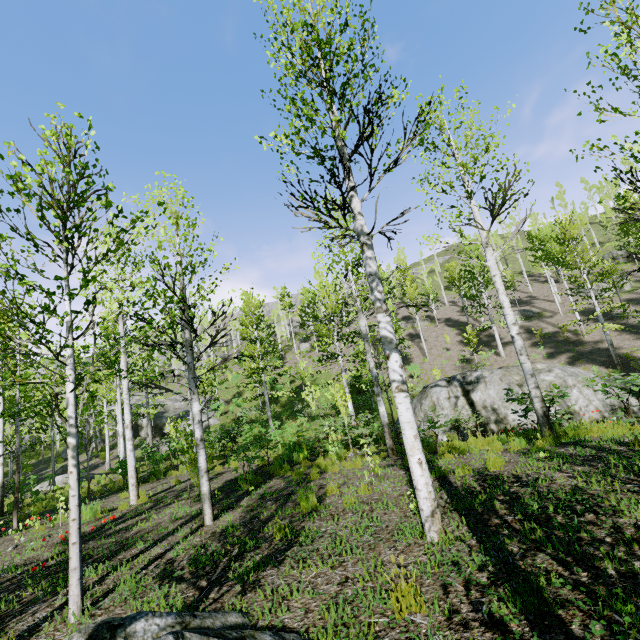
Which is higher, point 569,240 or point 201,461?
point 569,240

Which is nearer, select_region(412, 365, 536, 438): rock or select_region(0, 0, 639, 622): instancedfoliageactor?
select_region(0, 0, 639, 622): instancedfoliageactor

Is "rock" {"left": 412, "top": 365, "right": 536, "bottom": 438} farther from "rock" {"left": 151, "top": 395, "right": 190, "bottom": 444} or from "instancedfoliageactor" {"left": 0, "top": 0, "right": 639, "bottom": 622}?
"rock" {"left": 151, "top": 395, "right": 190, "bottom": 444}

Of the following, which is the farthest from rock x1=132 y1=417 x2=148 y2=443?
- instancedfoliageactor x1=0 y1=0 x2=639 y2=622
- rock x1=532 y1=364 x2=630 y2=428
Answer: rock x1=532 y1=364 x2=630 y2=428

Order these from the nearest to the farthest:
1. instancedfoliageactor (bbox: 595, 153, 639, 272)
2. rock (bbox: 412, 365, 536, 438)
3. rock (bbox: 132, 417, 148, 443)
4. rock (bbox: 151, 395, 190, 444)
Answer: instancedfoliageactor (bbox: 595, 153, 639, 272) < rock (bbox: 412, 365, 536, 438) < rock (bbox: 151, 395, 190, 444) < rock (bbox: 132, 417, 148, 443)

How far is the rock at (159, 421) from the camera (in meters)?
29.05

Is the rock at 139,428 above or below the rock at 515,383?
above
